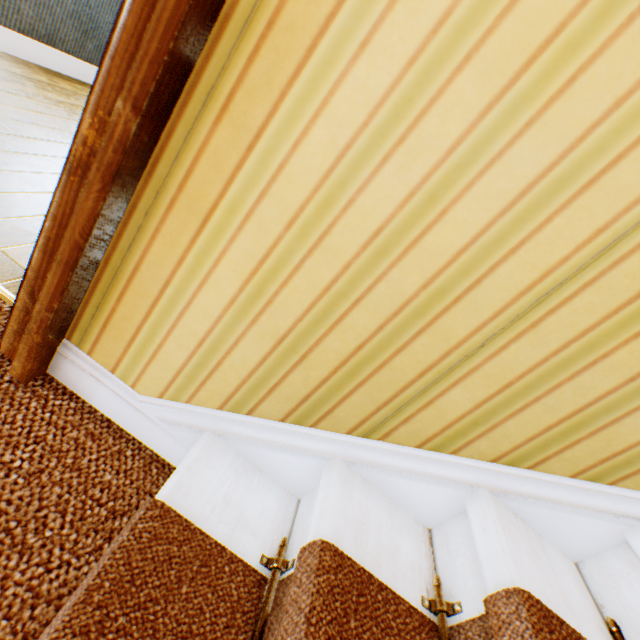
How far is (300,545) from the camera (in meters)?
0.85
